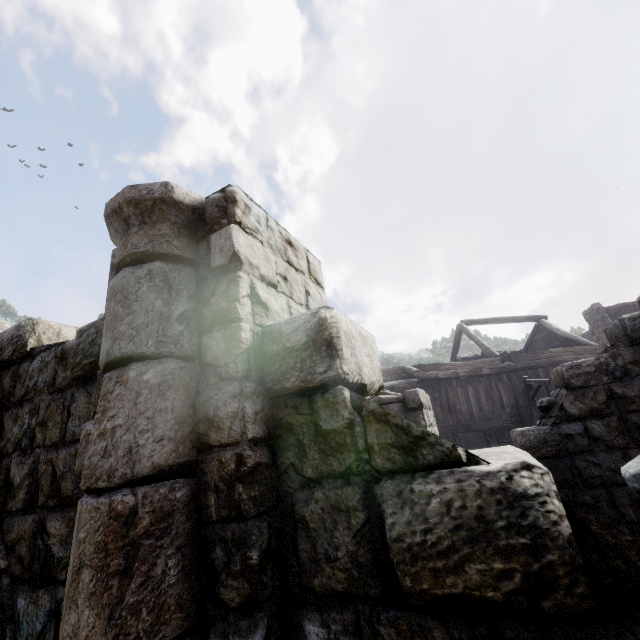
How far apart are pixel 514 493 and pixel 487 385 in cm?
1607

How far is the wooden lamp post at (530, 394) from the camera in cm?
1172

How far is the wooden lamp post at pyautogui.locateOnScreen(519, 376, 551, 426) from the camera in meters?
11.7

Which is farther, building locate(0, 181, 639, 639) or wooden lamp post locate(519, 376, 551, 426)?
wooden lamp post locate(519, 376, 551, 426)

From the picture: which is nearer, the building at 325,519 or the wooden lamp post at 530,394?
the building at 325,519
